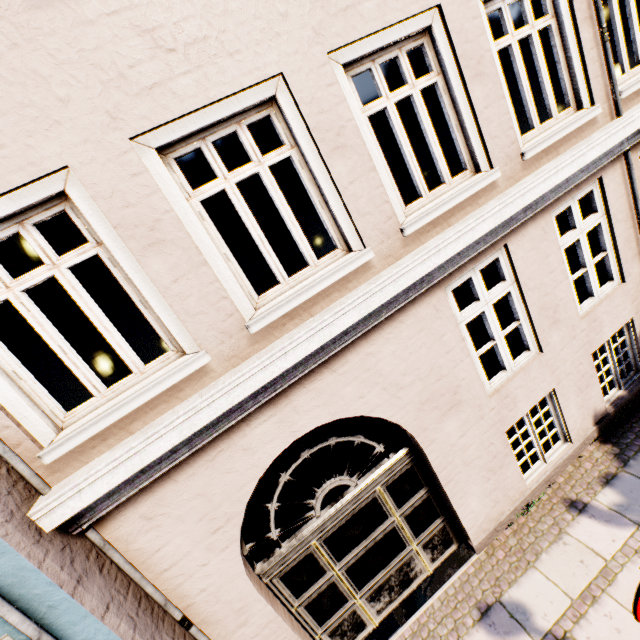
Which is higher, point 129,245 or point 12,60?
point 12,60
